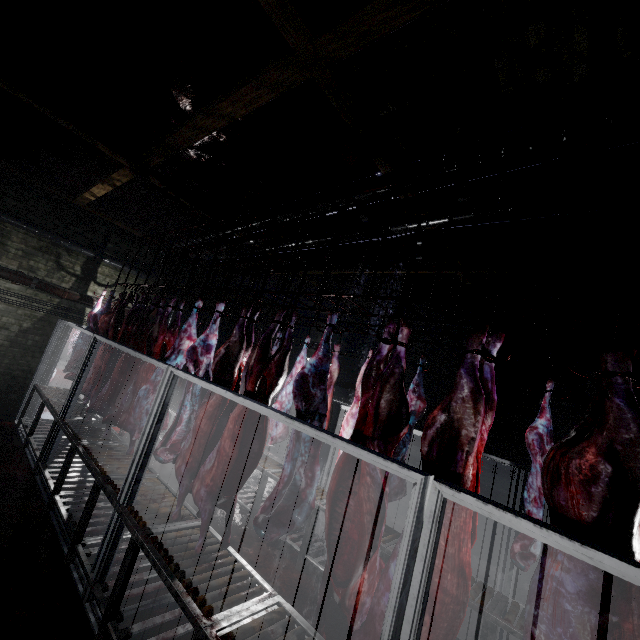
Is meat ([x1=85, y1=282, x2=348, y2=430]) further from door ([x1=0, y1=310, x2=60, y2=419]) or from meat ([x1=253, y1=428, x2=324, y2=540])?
door ([x1=0, y1=310, x2=60, y2=419])

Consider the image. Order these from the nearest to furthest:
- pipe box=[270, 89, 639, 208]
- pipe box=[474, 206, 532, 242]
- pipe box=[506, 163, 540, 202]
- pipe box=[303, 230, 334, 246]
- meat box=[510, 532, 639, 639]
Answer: meat box=[510, 532, 639, 639], pipe box=[270, 89, 639, 208], pipe box=[506, 163, 540, 202], pipe box=[474, 206, 532, 242], pipe box=[303, 230, 334, 246]

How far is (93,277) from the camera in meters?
6.6

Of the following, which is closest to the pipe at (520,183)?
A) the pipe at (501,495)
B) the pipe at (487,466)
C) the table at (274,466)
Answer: the pipe at (487,466)

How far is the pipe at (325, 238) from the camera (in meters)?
4.28

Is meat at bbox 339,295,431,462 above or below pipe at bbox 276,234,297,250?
below

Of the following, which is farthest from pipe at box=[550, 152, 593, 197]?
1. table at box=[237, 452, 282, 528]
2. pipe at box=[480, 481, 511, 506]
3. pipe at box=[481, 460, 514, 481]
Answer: table at box=[237, 452, 282, 528]

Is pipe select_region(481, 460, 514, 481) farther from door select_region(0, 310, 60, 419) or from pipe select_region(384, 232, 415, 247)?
door select_region(0, 310, 60, 419)
